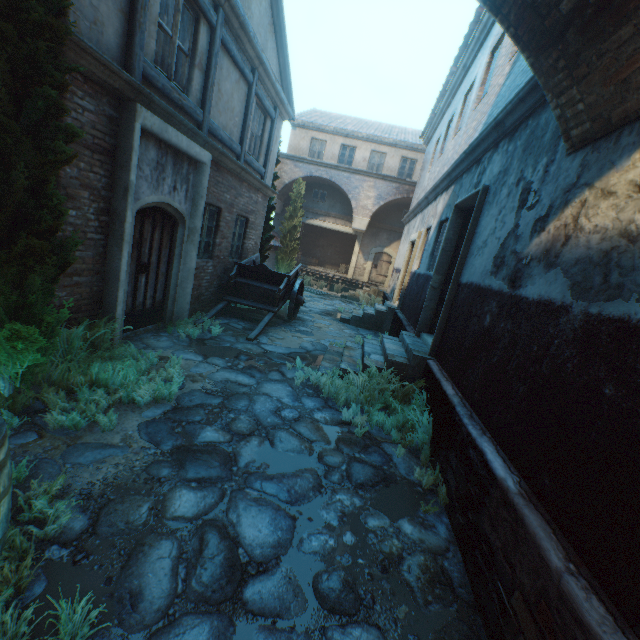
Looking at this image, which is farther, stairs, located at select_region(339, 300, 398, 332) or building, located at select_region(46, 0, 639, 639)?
stairs, located at select_region(339, 300, 398, 332)

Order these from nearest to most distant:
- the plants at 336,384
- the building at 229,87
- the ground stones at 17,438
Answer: the ground stones at 17,438 < the plants at 336,384 < the building at 229,87

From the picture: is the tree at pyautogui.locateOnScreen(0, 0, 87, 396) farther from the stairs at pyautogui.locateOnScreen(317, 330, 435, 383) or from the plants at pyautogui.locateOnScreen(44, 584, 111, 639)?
the stairs at pyautogui.locateOnScreen(317, 330, 435, 383)

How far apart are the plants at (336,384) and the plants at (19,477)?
3.45m

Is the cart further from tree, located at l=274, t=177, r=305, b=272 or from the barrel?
the barrel

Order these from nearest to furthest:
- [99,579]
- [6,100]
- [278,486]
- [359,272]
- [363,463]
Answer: [99,579], [6,100], [278,486], [363,463], [359,272]

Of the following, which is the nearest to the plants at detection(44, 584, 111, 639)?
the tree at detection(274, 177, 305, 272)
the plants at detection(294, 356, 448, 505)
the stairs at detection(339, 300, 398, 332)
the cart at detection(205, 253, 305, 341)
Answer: the plants at detection(294, 356, 448, 505)

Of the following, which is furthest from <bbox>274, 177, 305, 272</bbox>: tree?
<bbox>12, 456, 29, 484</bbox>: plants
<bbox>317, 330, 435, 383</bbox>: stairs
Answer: <bbox>12, 456, 29, 484</bbox>: plants
